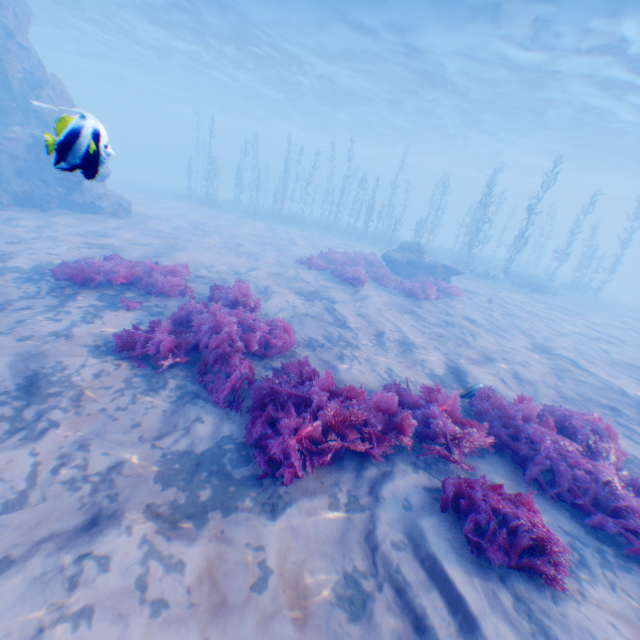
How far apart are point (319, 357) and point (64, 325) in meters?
4.8 m

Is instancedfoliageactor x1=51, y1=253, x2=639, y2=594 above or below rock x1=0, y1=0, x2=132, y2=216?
below

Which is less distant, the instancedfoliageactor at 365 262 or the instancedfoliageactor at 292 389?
the instancedfoliageactor at 292 389

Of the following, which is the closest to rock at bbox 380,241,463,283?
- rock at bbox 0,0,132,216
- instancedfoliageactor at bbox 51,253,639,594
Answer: rock at bbox 0,0,132,216

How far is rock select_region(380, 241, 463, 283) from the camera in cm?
1666

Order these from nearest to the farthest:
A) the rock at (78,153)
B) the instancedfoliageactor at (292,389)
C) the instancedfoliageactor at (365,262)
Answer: the rock at (78,153), the instancedfoliageactor at (292,389), the instancedfoliageactor at (365,262)

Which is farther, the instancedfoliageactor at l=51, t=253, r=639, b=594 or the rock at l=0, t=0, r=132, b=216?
the instancedfoliageactor at l=51, t=253, r=639, b=594
